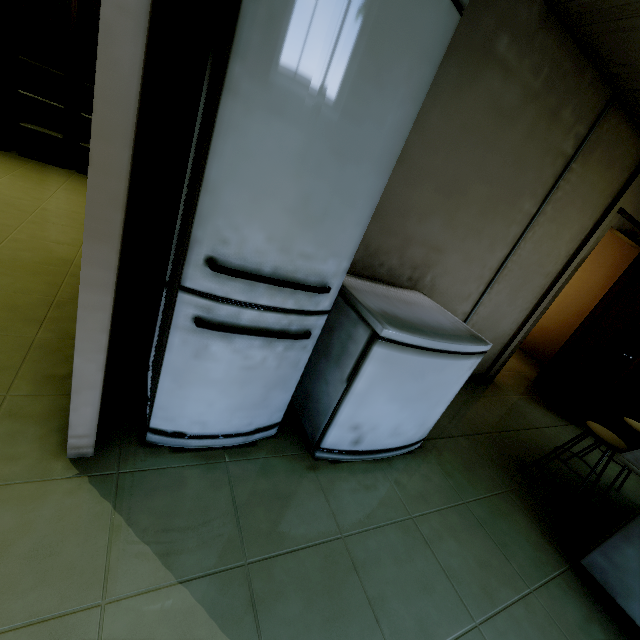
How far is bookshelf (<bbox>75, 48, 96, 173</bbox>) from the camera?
4.6m

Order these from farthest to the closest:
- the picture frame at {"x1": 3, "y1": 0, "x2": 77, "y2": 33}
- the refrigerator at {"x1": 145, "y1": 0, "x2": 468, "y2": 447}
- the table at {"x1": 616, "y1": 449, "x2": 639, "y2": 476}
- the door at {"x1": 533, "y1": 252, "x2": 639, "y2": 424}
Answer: the picture frame at {"x1": 3, "y1": 0, "x2": 77, "y2": 33}, the door at {"x1": 533, "y1": 252, "x2": 639, "y2": 424}, the table at {"x1": 616, "y1": 449, "x2": 639, "y2": 476}, the refrigerator at {"x1": 145, "y1": 0, "x2": 468, "y2": 447}

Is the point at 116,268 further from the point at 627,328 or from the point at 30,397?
the point at 627,328

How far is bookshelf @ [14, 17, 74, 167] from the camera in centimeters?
438cm

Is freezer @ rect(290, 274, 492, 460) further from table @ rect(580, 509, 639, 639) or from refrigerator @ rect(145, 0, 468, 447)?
table @ rect(580, 509, 639, 639)

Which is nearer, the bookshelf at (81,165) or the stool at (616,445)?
the stool at (616,445)

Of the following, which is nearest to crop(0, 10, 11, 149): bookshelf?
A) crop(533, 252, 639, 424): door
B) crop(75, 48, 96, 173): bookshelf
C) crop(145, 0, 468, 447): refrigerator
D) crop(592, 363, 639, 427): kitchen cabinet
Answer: crop(75, 48, 96, 173): bookshelf

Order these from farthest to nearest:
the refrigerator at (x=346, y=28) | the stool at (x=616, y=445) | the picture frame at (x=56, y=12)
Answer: the picture frame at (x=56, y=12) < the stool at (x=616, y=445) < the refrigerator at (x=346, y=28)
